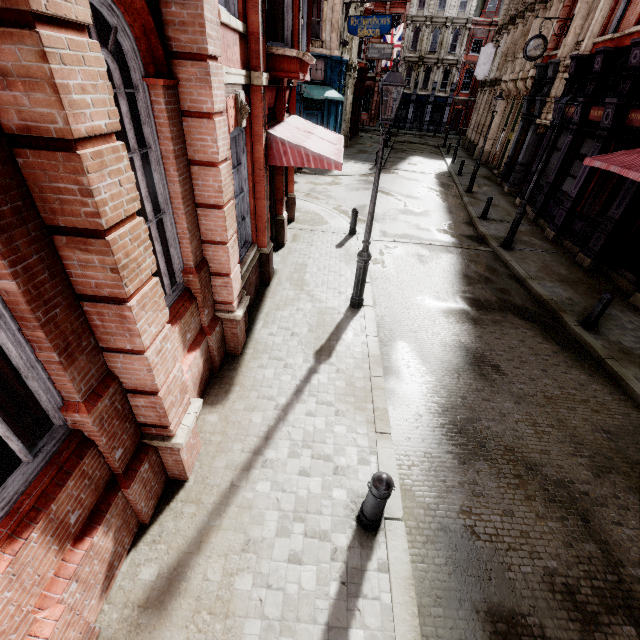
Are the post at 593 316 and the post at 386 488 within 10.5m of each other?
yes

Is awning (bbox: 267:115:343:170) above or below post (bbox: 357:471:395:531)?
above

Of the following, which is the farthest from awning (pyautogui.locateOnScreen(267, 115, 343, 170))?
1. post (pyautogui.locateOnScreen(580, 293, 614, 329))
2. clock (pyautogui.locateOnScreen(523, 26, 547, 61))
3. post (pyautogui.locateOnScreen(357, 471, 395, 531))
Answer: clock (pyautogui.locateOnScreen(523, 26, 547, 61))

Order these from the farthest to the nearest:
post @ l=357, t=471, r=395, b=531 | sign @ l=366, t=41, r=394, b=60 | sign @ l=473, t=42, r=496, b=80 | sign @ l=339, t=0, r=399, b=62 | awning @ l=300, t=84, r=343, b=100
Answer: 1. sign @ l=473, t=42, r=496, b=80
2. sign @ l=366, t=41, r=394, b=60
3. awning @ l=300, t=84, r=343, b=100
4. sign @ l=339, t=0, r=399, b=62
5. post @ l=357, t=471, r=395, b=531

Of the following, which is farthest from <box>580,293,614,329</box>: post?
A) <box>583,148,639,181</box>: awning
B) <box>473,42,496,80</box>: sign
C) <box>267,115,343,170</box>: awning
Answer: <box>473,42,496,80</box>: sign

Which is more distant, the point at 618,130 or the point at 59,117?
the point at 618,130

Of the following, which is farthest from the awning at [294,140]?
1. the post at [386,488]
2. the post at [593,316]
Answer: the post at [593,316]

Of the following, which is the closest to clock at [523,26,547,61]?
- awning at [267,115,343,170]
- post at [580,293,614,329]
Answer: awning at [267,115,343,170]
